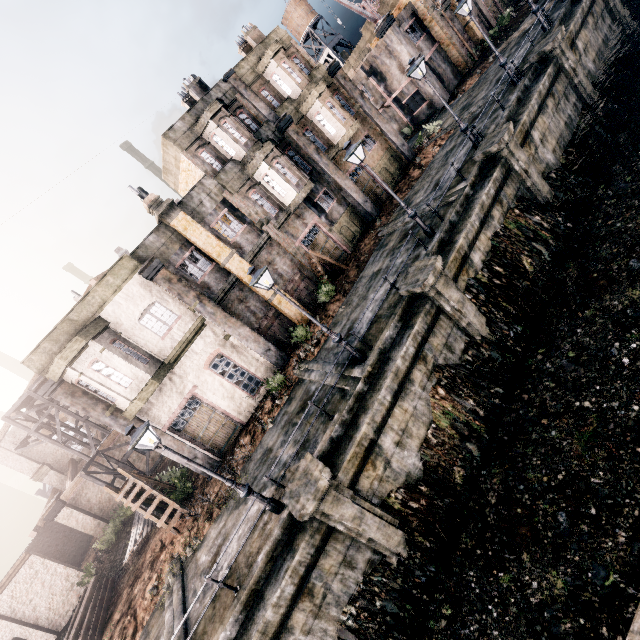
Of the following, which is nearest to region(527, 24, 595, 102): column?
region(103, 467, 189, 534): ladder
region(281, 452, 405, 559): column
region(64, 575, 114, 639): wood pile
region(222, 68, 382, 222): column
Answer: region(222, 68, 382, 222): column

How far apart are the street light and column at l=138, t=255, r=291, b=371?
8.8m

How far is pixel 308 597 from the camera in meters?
10.0 m

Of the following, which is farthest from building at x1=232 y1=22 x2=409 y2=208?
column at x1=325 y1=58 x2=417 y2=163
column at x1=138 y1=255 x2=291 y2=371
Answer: column at x1=138 y1=255 x2=291 y2=371

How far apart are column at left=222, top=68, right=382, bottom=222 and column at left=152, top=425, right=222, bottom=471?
19.4m

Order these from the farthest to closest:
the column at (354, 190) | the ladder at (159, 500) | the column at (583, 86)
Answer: the column at (354, 190) → the column at (583, 86) → the ladder at (159, 500)

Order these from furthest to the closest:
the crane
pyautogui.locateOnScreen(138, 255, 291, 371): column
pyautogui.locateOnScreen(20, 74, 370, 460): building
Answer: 1. the crane
2. pyautogui.locateOnScreen(138, 255, 291, 371): column
3. pyautogui.locateOnScreen(20, 74, 370, 460): building

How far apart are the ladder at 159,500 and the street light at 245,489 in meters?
8.2
